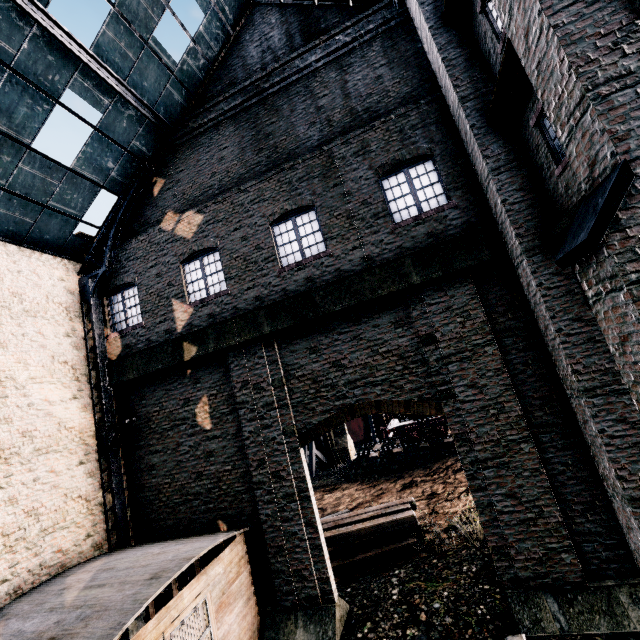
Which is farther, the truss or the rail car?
the rail car

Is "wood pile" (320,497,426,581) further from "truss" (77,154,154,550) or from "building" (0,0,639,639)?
"truss" (77,154,154,550)

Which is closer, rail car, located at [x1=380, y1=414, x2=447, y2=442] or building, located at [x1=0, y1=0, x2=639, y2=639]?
building, located at [x1=0, y1=0, x2=639, y2=639]

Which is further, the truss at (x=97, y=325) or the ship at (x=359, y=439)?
the ship at (x=359, y=439)

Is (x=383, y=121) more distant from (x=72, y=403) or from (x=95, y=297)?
(x=72, y=403)

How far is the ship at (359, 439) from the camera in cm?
4653

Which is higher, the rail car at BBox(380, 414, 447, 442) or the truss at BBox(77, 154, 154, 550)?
the truss at BBox(77, 154, 154, 550)

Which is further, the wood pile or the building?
the wood pile
